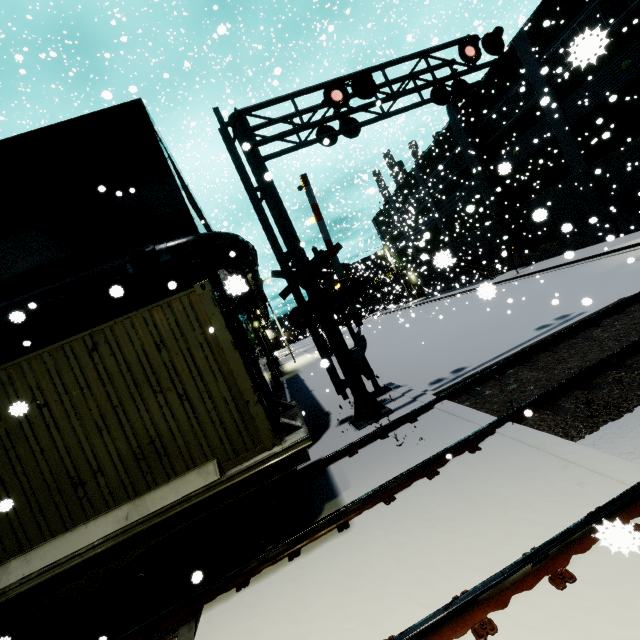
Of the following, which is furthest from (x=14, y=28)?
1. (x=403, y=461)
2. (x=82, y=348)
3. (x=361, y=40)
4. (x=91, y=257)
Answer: (x=403, y=461)

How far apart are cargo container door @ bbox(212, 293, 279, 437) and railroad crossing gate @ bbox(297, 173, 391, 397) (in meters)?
3.08

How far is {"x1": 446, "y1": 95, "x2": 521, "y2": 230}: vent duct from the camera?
26.9m

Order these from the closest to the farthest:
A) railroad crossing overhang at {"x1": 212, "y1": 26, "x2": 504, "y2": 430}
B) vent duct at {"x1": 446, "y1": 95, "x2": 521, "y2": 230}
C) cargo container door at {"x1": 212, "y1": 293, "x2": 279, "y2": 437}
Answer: cargo container door at {"x1": 212, "y1": 293, "x2": 279, "y2": 437}, railroad crossing overhang at {"x1": 212, "y1": 26, "x2": 504, "y2": 430}, vent duct at {"x1": 446, "y1": 95, "x2": 521, "y2": 230}

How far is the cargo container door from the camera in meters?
5.3

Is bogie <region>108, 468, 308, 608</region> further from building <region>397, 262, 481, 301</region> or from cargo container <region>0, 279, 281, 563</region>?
building <region>397, 262, 481, 301</region>

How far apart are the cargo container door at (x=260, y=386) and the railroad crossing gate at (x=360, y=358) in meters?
3.1

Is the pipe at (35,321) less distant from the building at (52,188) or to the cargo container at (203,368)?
the building at (52,188)
